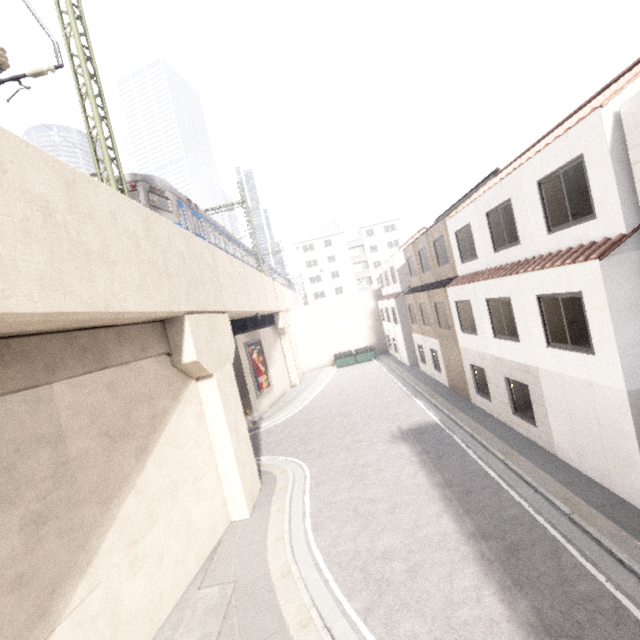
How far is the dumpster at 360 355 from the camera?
33.72m

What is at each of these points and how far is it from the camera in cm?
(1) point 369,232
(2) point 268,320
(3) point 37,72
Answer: (1) building, 5934
(2) platform underside, 2855
(3) power line, 865

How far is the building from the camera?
59.2m

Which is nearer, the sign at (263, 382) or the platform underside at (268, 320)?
the platform underside at (268, 320)

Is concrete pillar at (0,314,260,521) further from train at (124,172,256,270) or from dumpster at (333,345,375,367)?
dumpster at (333,345,375,367)

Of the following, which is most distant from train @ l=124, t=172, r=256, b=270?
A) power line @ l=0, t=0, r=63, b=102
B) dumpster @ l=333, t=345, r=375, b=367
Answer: dumpster @ l=333, t=345, r=375, b=367

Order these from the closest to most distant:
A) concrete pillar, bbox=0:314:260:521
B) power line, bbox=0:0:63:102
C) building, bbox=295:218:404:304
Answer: concrete pillar, bbox=0:314:260:521
power line, bbox=0:0:63:102
building, bbox=295:218:404:304

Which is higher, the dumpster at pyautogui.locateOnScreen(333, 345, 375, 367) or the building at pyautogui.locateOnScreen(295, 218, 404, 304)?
the building at pyautogui.locateOnScreen(295, 218, 404, 304)
